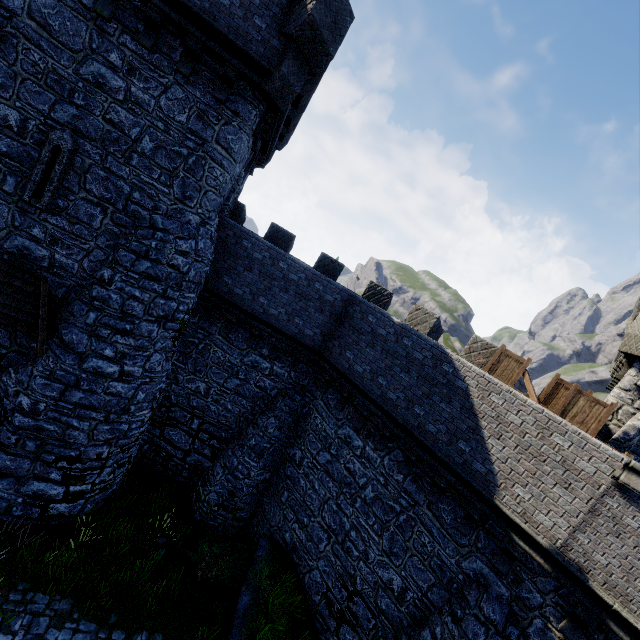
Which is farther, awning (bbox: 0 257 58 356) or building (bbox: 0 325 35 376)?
building (bbox: 0 325 35 376)

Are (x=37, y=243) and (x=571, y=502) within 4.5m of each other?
no

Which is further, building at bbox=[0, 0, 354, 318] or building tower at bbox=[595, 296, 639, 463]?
building tower at bbox=[595, 296, 639, 463]

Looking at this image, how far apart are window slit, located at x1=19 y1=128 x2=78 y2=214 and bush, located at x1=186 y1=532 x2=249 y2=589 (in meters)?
11.07

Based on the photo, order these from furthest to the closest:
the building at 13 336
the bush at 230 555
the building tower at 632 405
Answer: the bush at 230 555
the building tower at 632 405
the building at 13 336

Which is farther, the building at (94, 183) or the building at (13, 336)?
the building at (13, 336)

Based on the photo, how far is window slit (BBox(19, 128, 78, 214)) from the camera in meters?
8.2

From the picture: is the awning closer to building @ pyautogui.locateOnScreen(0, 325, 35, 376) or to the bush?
building @ pyautogui.locateOnScreen(0, 325, 35, 376)
